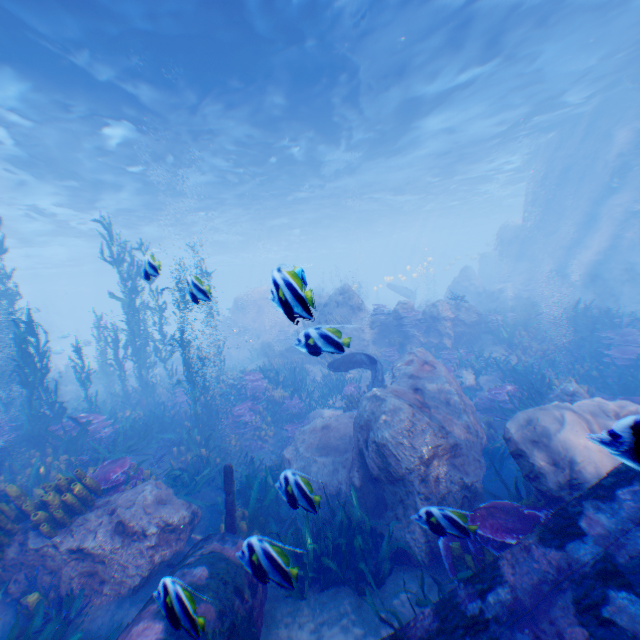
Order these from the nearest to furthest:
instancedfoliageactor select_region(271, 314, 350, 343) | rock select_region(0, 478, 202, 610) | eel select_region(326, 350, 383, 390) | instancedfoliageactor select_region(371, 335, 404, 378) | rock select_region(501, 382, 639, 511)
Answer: rock select_region(501, 382, 639, 511)
instancedfoliageactor select_region(271, 314, 350, 343)
rock select_region(0, 478, 202, 610)
eel select_region(326, 350, 383, 390)
instancedfoliageactor select_region(371, 335, 404, 378)

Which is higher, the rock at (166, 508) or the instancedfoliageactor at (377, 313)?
the instancedfoliageactor at (377, 313)

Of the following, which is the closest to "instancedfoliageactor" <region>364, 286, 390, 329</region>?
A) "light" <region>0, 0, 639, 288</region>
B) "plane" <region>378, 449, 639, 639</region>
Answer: "plane" <region>378, 449, 639, 639</region>

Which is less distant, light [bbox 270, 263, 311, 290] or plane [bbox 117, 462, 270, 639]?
light [bbox 270, 263, 311, 290]

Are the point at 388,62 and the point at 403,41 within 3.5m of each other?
yes

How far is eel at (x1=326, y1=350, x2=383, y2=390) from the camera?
9.7m

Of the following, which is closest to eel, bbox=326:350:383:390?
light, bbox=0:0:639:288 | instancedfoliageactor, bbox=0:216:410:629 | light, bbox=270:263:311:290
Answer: instancedfoliageactor, bbox=0:216:410:629

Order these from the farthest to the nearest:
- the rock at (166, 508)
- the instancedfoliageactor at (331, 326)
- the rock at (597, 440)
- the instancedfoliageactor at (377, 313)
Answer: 1. the instancedfoliageactor at (377, 313)
2. the rock at (166, 508)
3. the instancedfoliageactor at (331, 326)
4. the rock at (597, 440)
